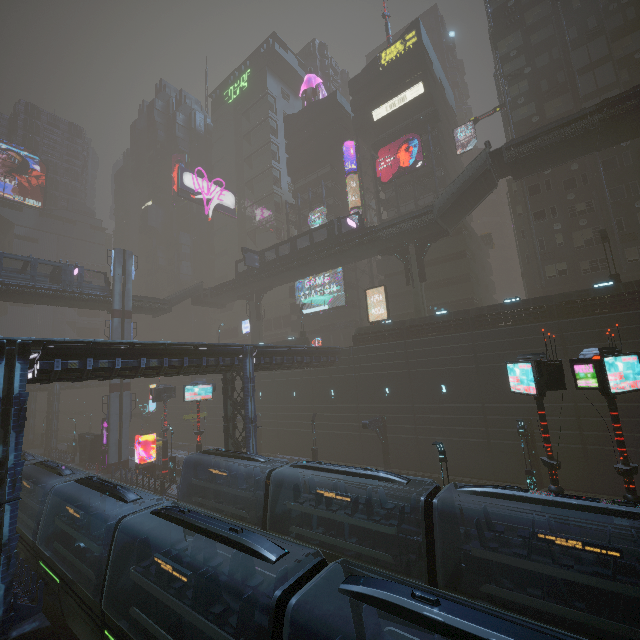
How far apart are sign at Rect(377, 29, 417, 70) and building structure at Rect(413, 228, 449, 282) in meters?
30.7

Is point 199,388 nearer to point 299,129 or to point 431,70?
point 299,129

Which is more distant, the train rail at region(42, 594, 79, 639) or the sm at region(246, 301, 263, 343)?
the sm at region(246, 301, 263, 343)

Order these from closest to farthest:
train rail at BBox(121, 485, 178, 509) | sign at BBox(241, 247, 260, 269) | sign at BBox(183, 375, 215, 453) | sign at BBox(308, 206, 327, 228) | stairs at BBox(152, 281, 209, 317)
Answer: train rail at BBox(121, 485, 178, 509) < sign at BBox(183, 375, 215, 453) < sign at BBox(241, 247, 260, 269) < stairs at BBox(152, 281, 209, 317) < sign at BBox(308, 206, 327, 228)

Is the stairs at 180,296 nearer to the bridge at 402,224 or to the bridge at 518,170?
the bridge at 402,224

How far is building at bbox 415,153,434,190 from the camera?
42.49m

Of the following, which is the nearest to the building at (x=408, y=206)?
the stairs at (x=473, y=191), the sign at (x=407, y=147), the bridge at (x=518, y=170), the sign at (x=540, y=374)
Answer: the sign at (x=540, y=374)

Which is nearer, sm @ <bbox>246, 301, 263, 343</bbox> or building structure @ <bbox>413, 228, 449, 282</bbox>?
building structure @ <bbox>413, 228, 449, 282</bbox>
